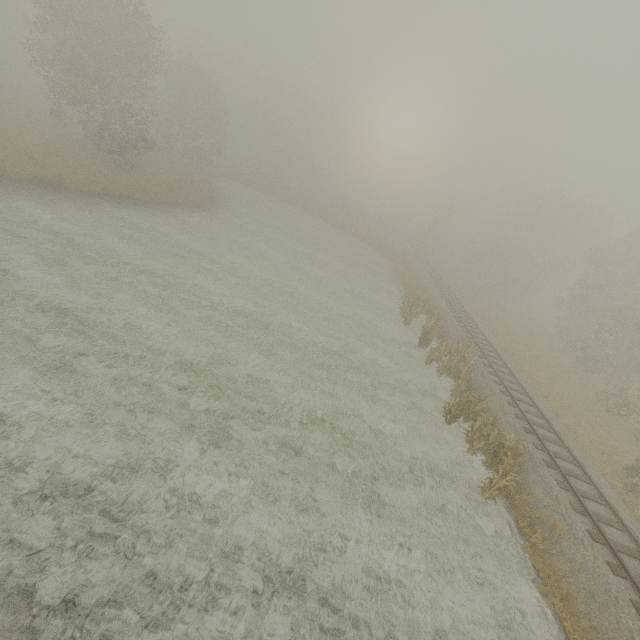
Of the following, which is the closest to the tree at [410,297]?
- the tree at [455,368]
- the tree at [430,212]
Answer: the tree at [455,368]

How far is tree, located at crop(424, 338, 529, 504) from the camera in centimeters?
1109cm

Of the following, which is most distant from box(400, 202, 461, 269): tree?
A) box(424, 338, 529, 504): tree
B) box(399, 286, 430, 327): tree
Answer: box(424, 338, 529, 504): tree

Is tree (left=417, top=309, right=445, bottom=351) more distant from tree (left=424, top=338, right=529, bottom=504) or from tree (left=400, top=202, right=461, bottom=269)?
tree (left=400, top=202, right=461, bottom=269)

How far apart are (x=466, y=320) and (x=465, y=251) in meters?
34.9 m

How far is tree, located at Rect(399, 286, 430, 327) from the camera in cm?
2298
